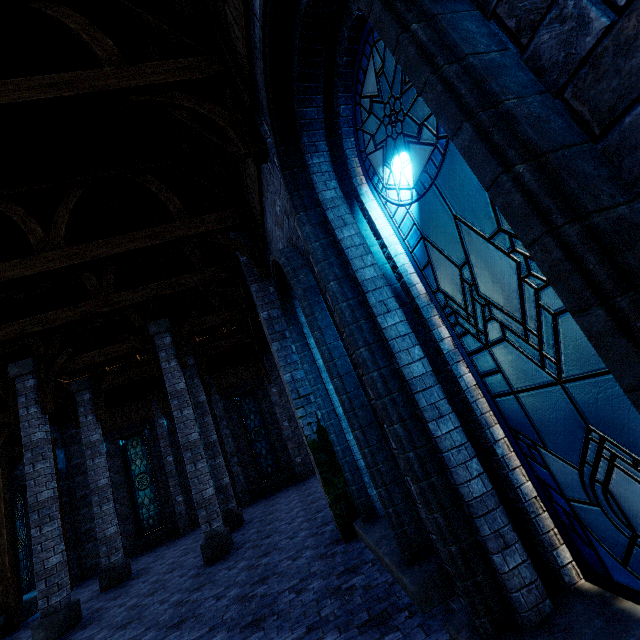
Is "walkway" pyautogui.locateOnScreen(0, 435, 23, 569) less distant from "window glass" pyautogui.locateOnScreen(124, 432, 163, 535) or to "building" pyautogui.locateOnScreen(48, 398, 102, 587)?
"building" pyautogui.locateOnScreen(48, 398, 102, 587)

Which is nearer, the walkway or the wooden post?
the wooden post

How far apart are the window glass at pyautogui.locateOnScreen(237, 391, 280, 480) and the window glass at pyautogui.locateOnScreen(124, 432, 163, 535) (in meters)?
4.87

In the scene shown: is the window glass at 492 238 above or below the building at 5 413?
below

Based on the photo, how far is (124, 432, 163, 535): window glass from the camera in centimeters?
1562cm

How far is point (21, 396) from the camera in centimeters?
946cm

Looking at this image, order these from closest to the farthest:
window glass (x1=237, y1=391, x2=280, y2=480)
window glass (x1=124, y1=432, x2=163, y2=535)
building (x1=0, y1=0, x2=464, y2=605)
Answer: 1. building (x1=0, y1=0, x2=464, y2=605)
2. window glass (x1=124, y1=432, x2=163, y2=535)
3. window glass (x1=237, y1=391, x2=280, y2=480)

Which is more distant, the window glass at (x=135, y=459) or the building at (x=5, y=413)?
the window glass at (x=135, y=459)
